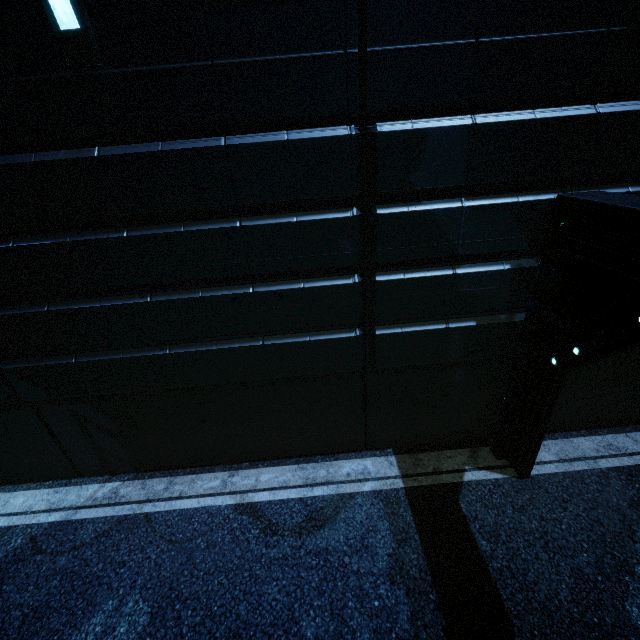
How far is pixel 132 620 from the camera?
4.6 meters
